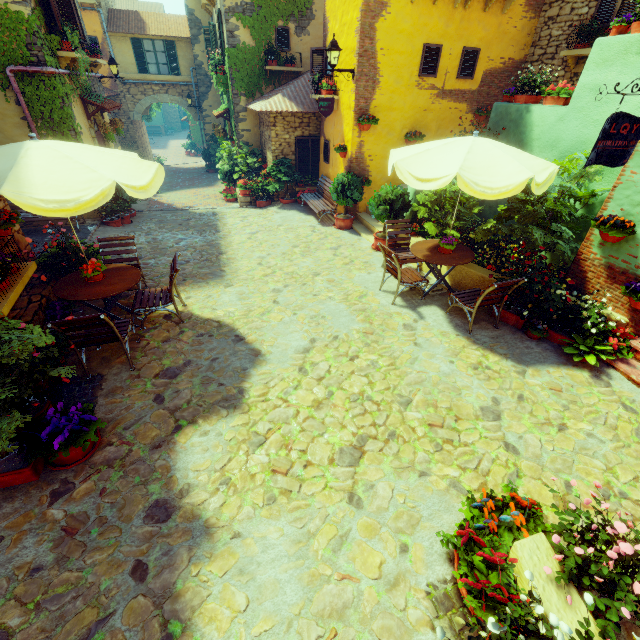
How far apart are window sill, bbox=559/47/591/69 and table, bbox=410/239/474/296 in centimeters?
586cm

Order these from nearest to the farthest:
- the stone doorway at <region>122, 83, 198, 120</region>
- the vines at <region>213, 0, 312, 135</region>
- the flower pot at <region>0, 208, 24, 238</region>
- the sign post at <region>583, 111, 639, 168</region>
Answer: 1. the sign post at <region>583, 111, 639, 168</region>
2. the flower pot at <region>0, 208, 24, 238</region>
3. the vines at <region>213, 0, 312, 135</region>
4. the stone doorway at <region>122, 83, 198, 120</region>

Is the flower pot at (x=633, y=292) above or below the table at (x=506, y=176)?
below

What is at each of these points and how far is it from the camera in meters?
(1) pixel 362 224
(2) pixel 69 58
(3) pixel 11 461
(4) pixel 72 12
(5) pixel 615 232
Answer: (1) stair, 10.4
(2) window sill, 8.4
(3) potted tree, 3.3
(4) window, 9.0
(5) flower pot, 4.9

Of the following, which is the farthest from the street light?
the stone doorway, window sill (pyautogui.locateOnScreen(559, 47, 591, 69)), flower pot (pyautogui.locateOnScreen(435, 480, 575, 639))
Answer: the stone doorway

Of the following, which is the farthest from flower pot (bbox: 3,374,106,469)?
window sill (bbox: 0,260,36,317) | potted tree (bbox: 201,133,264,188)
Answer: potted tree (bbox: 201,133,264,188)

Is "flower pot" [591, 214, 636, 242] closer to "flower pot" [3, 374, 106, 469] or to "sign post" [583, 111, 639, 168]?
"sign post" [583, 111, 639, 168]

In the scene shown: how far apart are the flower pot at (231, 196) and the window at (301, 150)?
2.8m
